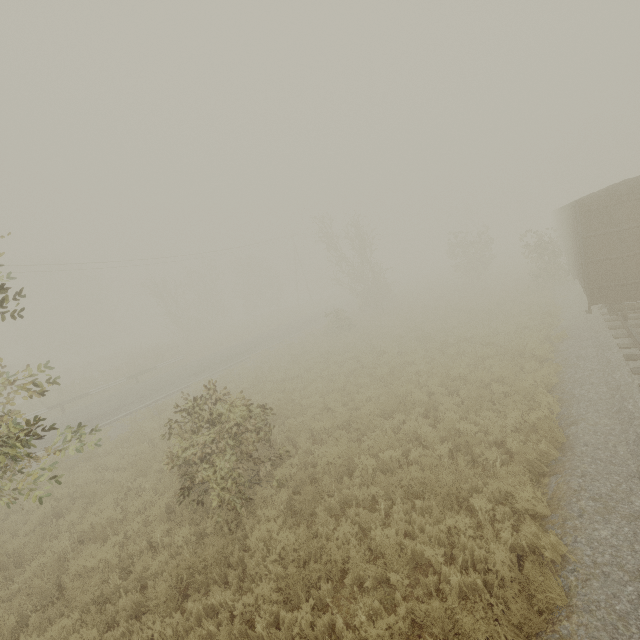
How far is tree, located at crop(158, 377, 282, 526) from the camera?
7.1m

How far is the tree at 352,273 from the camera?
28.5 meters

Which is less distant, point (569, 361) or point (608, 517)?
point (608, 517)

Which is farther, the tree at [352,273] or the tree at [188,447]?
the tree at [352,273]

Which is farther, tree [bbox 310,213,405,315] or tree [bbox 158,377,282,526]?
tree [bbox 310,213,405,315]

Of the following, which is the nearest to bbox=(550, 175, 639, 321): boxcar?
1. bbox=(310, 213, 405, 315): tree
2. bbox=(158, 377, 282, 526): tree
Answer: bbox=(158, 377, 282, 526): tree

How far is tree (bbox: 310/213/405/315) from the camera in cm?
2850

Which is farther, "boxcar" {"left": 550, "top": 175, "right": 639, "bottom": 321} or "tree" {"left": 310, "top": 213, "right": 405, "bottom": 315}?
"tree" {"left": 310, "top": 213, "right": 405, "bottom": 315}
